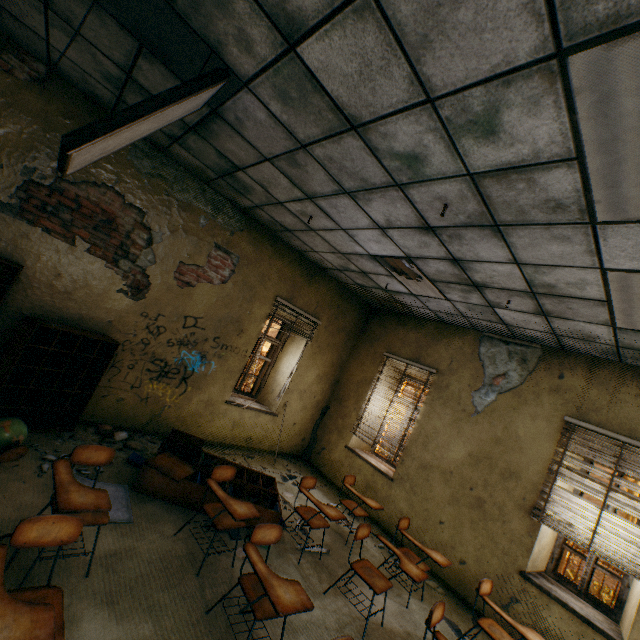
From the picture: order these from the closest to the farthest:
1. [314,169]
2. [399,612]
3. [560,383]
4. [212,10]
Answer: [212,10], [314,169], [399,612], [560,383]

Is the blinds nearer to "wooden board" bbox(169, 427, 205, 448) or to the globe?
"wooden board" bbox(169, 427, 205, 448)

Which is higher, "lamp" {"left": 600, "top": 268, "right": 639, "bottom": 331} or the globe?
"lamp" {"left": 600, "top": 268, "right": 639, "bottom": 331}

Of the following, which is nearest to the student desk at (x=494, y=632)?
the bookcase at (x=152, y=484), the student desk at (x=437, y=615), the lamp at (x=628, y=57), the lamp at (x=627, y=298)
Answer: the student desk at (x=437, y=615)

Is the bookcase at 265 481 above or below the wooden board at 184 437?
below

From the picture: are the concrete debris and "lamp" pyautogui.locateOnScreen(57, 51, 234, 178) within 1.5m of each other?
no

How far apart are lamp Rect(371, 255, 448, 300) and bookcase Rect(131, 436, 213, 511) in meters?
3.7

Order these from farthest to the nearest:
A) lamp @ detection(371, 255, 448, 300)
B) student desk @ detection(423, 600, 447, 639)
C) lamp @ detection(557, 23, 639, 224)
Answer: lamp @ detection(371, 255, 448, 300), student desk @ detection(423, 600, 447, 639), lamp @ detection(557, 23, 639, 224)
